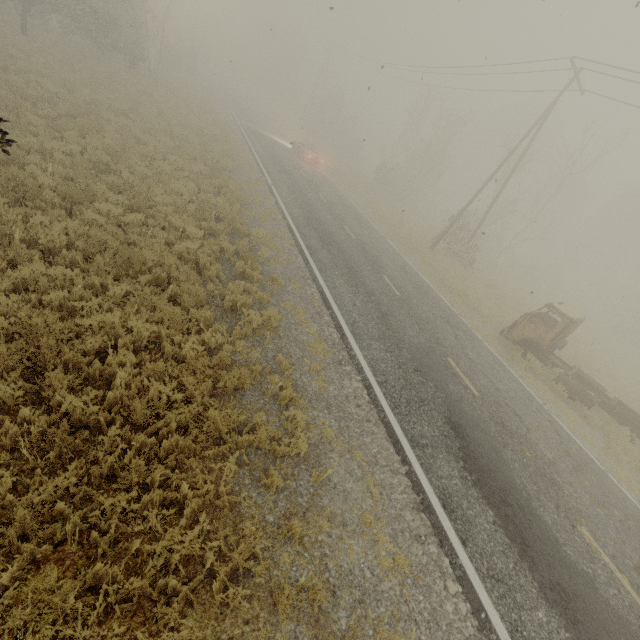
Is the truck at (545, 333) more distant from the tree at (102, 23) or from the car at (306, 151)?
the tree at (102, 23)

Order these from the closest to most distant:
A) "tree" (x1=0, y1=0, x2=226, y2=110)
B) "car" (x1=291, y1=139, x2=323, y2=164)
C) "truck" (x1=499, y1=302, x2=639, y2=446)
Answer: "truck" (x1=499, y1=302, x2=639, y2=446) < "tree" (x1=0, y1=0, x2=226, y2=110) < "car" (x1=291, y1=139, x2=323, y2=164)

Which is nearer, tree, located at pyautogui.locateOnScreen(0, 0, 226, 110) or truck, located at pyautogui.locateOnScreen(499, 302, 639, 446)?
truck, located at pyautogui.locateOnScreen(499, 302, 639, 446)

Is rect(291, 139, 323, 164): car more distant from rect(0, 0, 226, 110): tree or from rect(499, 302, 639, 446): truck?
rect(499, 302, 639, 446): truck

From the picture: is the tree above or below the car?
above

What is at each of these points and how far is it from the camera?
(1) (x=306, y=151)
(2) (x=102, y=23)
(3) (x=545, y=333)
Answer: (1) car, 28.4 meters
(2) tree, 22.9 meters
(3) truck, 13.1 meters

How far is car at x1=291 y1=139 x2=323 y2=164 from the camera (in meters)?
28.33
